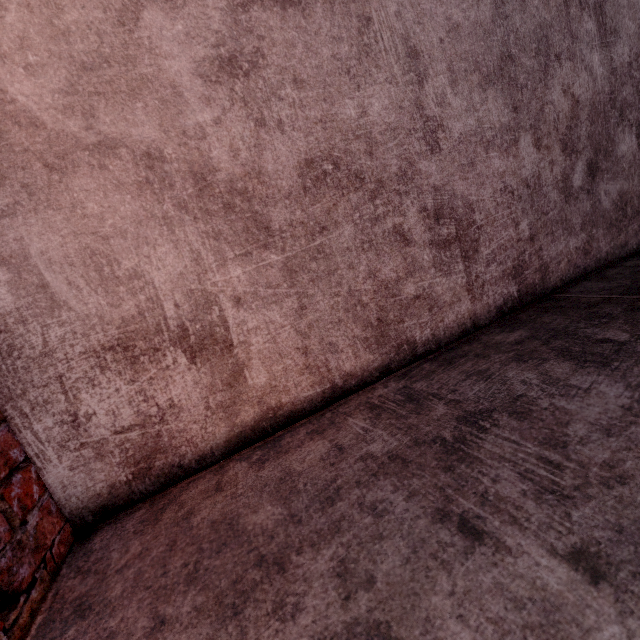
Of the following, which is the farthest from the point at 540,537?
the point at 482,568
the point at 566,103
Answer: the point at 566,103
